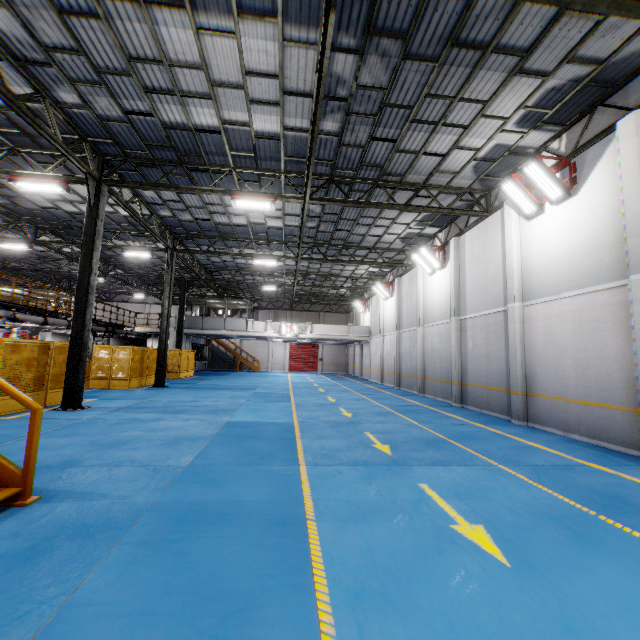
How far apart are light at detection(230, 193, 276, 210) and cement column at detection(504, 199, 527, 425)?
8.5m

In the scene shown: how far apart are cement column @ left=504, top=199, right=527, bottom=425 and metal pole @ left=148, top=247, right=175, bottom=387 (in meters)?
16.74

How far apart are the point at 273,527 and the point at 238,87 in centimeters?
1006cm

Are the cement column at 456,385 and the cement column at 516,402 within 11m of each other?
yes

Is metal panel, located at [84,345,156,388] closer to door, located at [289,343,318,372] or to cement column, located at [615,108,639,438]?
door, located at [289,343,318,372]

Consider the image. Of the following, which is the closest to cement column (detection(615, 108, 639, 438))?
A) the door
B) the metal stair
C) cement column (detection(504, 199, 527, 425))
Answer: cement column (detection(504, 199, 527, 425))

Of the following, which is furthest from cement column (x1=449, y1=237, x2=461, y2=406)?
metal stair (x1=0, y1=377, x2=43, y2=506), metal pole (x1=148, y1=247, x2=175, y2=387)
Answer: metal pole (x1=148, y1=247, x2=175, y2=387)

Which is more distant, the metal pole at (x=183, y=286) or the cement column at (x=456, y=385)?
the metal pole at (x=183, y=286)
